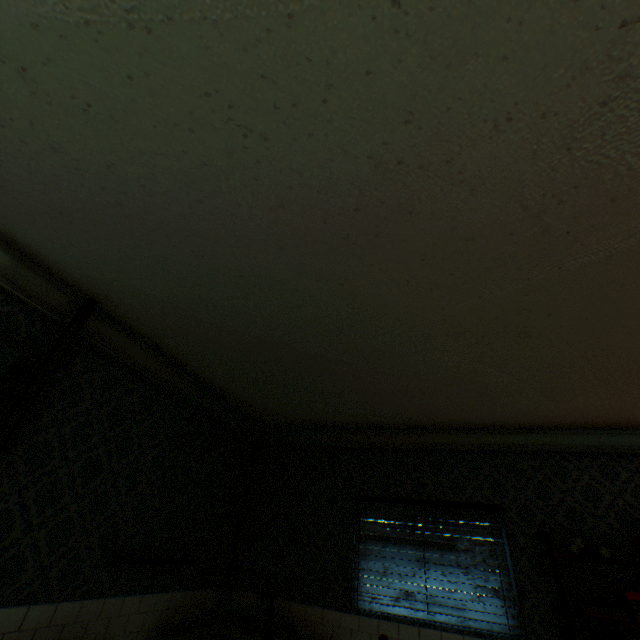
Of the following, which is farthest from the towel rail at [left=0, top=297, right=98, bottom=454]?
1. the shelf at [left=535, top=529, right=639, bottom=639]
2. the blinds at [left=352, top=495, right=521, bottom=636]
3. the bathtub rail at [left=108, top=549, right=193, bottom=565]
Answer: the shelf at [left=535, top=529, right=639, bottom=639]

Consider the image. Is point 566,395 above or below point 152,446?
above

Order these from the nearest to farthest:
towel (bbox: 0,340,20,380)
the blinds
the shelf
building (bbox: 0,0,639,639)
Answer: building (bbox: 0,0,639,639) → towel (bbox: 0,340,20,380) → the shelf → the blinds

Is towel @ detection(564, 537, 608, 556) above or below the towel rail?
below

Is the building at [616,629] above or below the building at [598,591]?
below

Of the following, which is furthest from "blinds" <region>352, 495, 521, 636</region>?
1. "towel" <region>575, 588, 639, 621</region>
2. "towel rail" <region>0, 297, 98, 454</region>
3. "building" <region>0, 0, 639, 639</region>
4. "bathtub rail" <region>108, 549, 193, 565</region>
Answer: "towel rail" <region>0, 297, 98, 454</region>

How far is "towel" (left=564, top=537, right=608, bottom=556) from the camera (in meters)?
2.96

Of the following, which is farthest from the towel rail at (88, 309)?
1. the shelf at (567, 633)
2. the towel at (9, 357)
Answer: the shelf at (567, 633)
